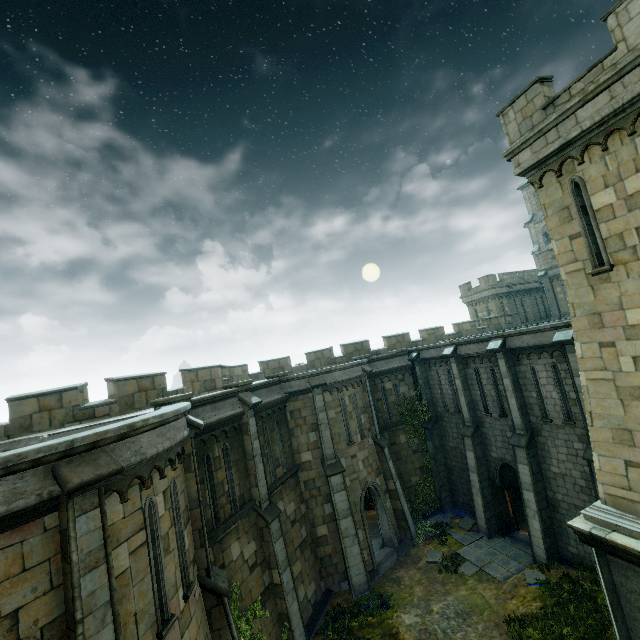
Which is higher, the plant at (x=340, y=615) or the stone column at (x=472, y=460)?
the stone column at (x=472, y=460)

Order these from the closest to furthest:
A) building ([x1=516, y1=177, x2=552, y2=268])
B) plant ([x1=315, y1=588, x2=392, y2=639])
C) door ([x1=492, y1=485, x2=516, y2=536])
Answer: plant ([x1=315, y1=588, x2=392, y2=639])
door ([x1=492, y1=485, x2=516, y2=536])
building ([x1=516, y1=177, x2=552, y2=268])

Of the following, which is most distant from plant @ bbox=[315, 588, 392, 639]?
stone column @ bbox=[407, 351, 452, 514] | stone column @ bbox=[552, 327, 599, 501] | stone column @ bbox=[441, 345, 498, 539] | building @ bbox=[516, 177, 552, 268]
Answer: building @ bbox=[516, 177, 552, 268]

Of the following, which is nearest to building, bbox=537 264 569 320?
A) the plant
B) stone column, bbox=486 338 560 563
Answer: stone column, bbox=486 338 560 563

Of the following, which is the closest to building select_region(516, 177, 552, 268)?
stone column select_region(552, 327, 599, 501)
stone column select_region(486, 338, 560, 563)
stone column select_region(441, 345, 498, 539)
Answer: stone column select_region(552, 327, 599, 501)

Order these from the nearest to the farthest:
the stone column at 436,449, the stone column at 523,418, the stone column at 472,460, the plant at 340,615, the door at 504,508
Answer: the plant at 340,615 < the stone column at 523,418 < the door at 504,508 < the stone column at 472,460 < the stone column at 436,449

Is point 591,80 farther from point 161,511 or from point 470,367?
point 161,511

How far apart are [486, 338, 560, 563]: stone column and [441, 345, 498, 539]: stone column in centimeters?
231cm
